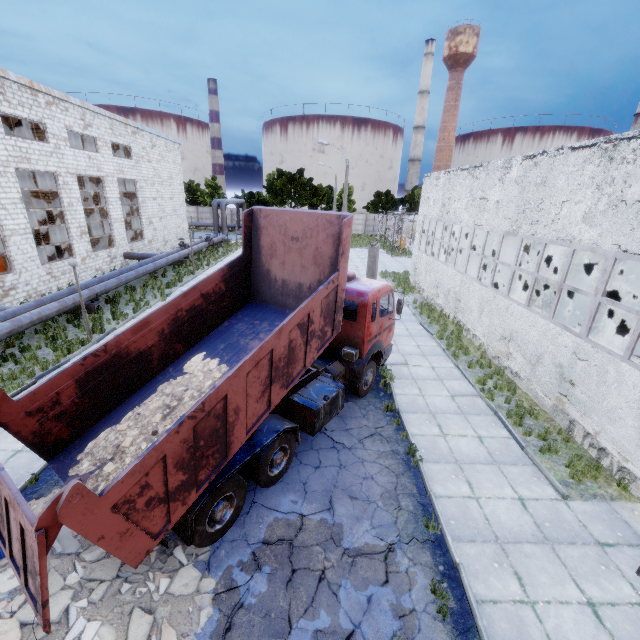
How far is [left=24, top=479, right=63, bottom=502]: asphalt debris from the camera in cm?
673

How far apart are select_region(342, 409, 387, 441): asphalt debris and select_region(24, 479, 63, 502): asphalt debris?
6.1m

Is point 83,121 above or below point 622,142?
above

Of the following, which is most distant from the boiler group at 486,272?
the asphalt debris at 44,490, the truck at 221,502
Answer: the asphalt debris at 44,490

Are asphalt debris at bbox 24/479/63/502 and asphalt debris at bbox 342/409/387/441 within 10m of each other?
yes

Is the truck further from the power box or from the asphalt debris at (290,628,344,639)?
the power box

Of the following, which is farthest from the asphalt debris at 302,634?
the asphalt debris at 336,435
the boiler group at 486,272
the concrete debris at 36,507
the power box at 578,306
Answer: the boiler group at 486,272

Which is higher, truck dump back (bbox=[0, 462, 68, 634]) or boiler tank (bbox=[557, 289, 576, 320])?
truck dump back (bbox=[0, 462, 68, 634])
